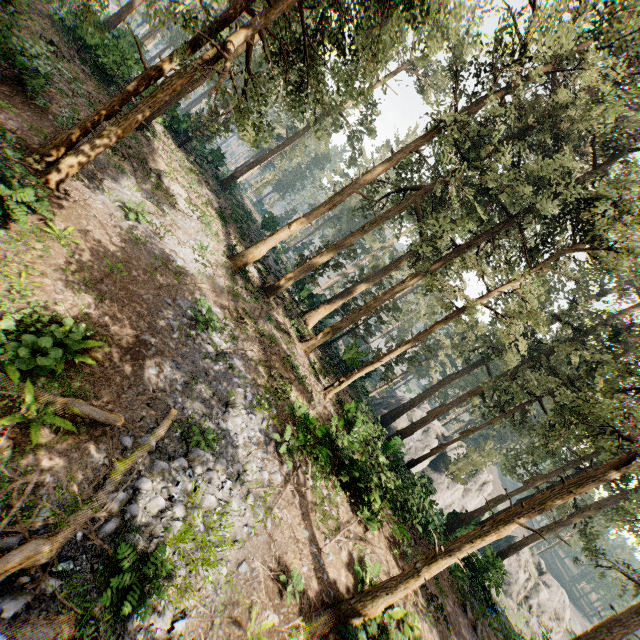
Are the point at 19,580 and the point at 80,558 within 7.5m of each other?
yes

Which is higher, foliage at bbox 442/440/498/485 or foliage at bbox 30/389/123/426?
foliage at bbox 442/440/498/485

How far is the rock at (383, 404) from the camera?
41.84m

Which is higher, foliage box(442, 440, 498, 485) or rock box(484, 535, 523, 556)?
foliage box(442, 440, 498, 485)

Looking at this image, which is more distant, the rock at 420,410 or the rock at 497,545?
the rock at 420,410

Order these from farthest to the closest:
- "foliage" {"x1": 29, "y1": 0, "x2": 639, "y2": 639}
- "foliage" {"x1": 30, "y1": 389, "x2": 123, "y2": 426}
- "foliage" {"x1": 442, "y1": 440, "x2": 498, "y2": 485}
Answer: "foliage" {"x1": 442, "y1": 440, "x2": 498, "y2": 485} < "foliage" {"x1": 29, "y1": 0, "x2": 639, "y2": 639} < "foliage" {"x1": 30, "y1": 389, "x2": 123, "y2": 426}
